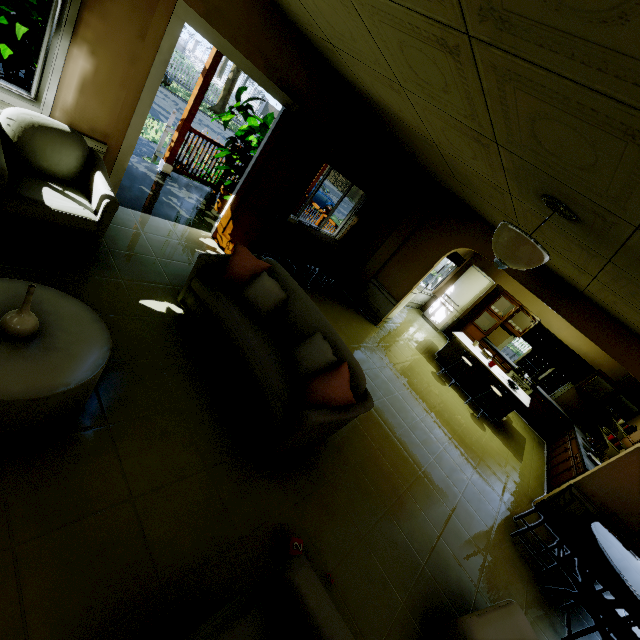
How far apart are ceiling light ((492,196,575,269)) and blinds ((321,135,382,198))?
3.3 meters

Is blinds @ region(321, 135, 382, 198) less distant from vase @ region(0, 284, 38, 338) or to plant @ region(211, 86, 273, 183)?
plant @ region(211, 86, 273, 183)

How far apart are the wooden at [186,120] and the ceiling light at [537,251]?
5.02m

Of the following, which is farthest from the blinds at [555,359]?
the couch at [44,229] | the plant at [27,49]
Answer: the plant at [27,49]

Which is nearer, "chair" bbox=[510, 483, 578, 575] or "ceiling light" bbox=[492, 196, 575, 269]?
"ceiling light" bbox=[492, 196, 575, 269]

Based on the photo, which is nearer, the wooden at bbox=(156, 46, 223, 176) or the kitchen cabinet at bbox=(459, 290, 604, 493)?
the wooden at bbox=(156, 46, 223, 176)

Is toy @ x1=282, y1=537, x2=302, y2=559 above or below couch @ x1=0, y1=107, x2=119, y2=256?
below

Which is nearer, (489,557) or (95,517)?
(95,517)
